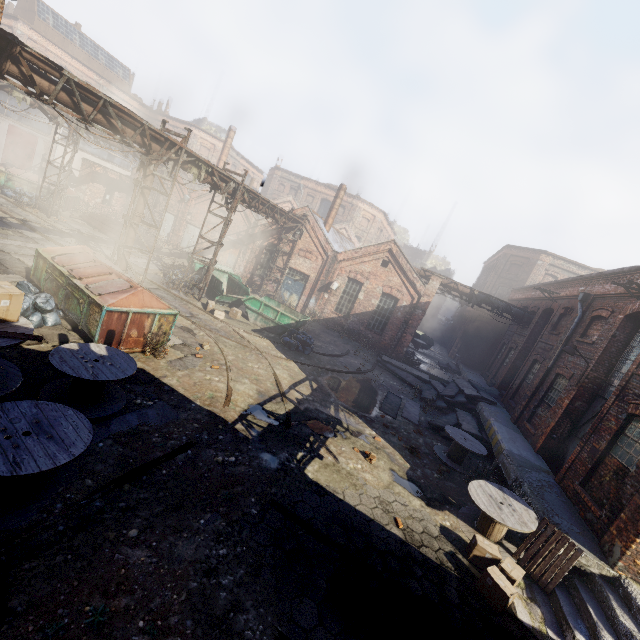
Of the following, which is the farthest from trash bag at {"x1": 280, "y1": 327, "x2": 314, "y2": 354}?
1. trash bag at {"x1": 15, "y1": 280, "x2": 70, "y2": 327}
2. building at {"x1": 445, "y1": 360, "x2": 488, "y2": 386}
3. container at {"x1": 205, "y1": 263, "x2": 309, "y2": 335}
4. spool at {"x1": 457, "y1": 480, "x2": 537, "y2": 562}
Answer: spool at {"x1": 457, "y1": 480, "x2": 537, "y2": 562}

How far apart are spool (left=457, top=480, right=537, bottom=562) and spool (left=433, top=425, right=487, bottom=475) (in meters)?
2.18

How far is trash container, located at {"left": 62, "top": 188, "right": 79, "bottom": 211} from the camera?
23.4 meters

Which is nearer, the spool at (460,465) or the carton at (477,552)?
the carton at (477,552)

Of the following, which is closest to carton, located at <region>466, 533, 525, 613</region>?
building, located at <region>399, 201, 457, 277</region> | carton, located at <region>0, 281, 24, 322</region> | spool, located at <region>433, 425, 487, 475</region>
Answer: spool, located at <region>433, 425, 487, 475</region>

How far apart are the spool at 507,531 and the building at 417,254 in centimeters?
4597cm

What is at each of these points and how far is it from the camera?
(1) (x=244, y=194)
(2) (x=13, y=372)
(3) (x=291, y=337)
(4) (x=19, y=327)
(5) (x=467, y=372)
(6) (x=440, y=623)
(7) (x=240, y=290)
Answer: (1) pipe, 17.0m
(2) spool, 5.3m
(3) trash bag, 16.3m
(4) spool, 5.1m
(5) building, 24.3m
(6) track, 5.3m
(7) container, 19.3m

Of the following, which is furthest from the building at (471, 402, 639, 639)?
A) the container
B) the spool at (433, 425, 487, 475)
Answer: the container
